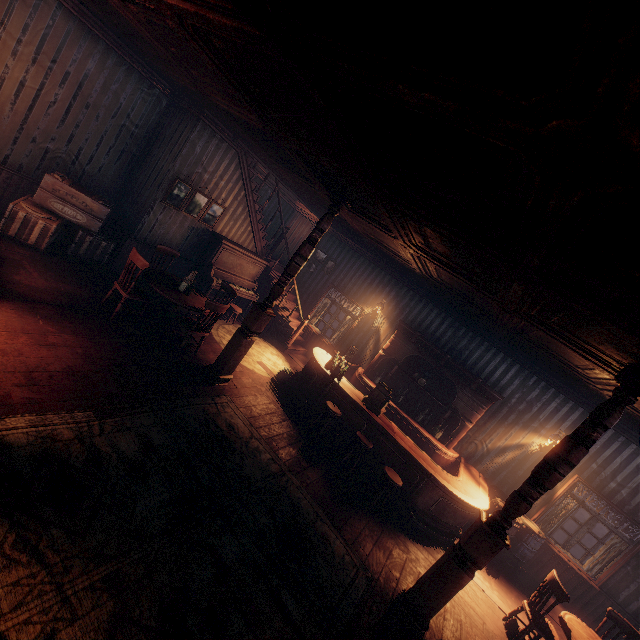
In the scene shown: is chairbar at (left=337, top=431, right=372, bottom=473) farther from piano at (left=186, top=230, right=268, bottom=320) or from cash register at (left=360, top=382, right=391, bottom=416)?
piano at (left=186, top=230, right=268, bottom=320)

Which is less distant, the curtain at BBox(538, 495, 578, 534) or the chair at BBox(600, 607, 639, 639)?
the chair at BBox(600, 607, 639, 639)

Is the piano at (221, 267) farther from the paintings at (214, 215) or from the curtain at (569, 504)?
the curtain at (569, 504)

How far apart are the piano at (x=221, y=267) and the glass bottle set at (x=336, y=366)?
3.3m

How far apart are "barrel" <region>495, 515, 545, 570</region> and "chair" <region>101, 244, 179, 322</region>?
8.1 meters

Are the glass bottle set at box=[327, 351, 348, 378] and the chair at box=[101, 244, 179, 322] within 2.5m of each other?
no

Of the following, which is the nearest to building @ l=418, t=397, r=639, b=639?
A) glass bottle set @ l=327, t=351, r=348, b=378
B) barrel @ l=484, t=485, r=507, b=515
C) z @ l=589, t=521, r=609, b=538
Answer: z @ l=589, t=521, r=609, b=538

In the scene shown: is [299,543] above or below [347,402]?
below
